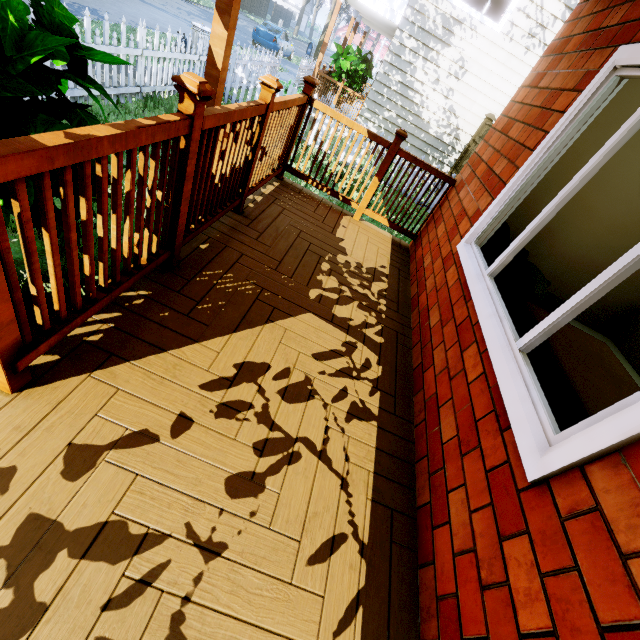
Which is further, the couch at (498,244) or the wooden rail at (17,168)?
the couch at (498,244)

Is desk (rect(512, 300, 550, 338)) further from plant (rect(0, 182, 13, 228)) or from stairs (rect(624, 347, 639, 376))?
plant (rect(0, 182, 13, 228))

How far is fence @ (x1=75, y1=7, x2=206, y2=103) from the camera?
4.8 meters

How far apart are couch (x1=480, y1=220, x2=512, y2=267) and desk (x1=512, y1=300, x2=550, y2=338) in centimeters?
117cm

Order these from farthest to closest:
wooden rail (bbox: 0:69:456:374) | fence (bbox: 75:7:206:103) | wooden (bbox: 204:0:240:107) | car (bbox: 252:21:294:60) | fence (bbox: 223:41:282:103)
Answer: car (bbox: 252:21:294:60) < fence (bbox: 223:41:282:103) < fence (bbox: 75:7:206:103) < wooden (bbox: 204:0:240:107) < wooden rail (bbox: 0:69:456:374)

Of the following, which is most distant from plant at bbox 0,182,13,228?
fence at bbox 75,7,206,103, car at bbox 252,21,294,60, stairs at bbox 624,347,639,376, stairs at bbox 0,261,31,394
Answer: car at bbox 252,21,294,60

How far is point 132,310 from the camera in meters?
1.8 m

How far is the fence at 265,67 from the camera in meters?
7.7 m
